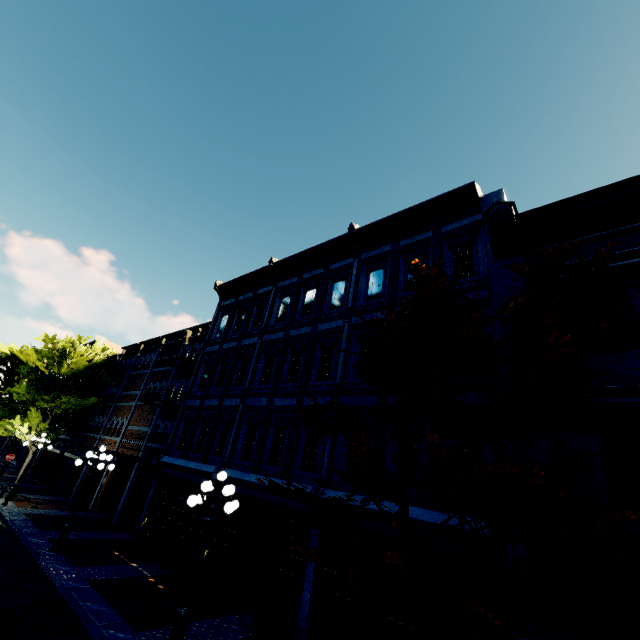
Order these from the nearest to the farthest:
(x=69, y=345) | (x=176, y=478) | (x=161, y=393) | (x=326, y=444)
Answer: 1. (x=326, y=444)
2. (x=176, y=478)
3. (x=69, y=345)
4. (x=161, y=393)

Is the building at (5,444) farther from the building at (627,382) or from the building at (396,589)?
the building at (627,382)

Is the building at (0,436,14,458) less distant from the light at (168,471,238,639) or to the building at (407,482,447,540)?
the building at (407,482,447,540)

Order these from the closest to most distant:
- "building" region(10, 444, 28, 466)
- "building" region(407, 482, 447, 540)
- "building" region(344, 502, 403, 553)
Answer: "building" region(407, 482, 447, 540), "building" region(344, 502, 403, 553), "building" region(10, 444, 28, 466)

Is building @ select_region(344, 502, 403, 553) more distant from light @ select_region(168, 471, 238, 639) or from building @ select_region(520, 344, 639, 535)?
light @ select_region(168, 471, 238, 639)

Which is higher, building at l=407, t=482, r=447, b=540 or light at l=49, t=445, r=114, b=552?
building at l=407, t=482, r=447, b=540

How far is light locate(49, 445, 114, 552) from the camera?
11.77m

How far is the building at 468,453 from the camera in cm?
758
